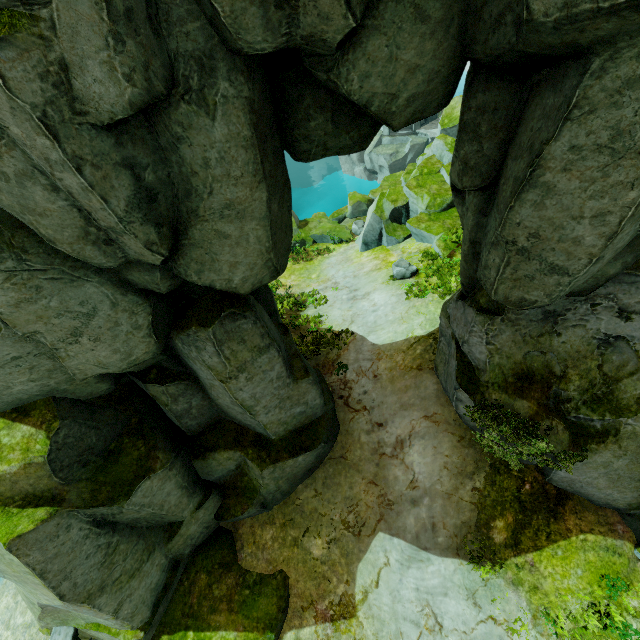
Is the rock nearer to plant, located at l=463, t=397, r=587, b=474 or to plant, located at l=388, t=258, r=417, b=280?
plant, located at l=463, t=397, r=587, b=474

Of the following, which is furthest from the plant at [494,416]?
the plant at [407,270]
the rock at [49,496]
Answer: the plant at [407,270]

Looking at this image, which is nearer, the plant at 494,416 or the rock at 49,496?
the rock at 49,496

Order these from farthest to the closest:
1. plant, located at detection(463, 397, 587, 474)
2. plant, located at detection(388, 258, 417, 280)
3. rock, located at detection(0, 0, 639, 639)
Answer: plant, located at detection(388, 258, 417, 280), plant, located at detection(463, 397, 587, 474), rock, located at detection(0, 0, 639, 639)

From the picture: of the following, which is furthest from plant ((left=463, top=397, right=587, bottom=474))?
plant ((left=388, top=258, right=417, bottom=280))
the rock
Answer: plant ((left=388, top=258, right=417, bottom=280))

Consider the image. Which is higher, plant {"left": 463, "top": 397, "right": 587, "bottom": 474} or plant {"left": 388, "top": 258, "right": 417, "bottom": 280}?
plant {"left": 463, "top": 397, "right": 587, "bottom": 474}

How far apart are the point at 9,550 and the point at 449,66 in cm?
1116
